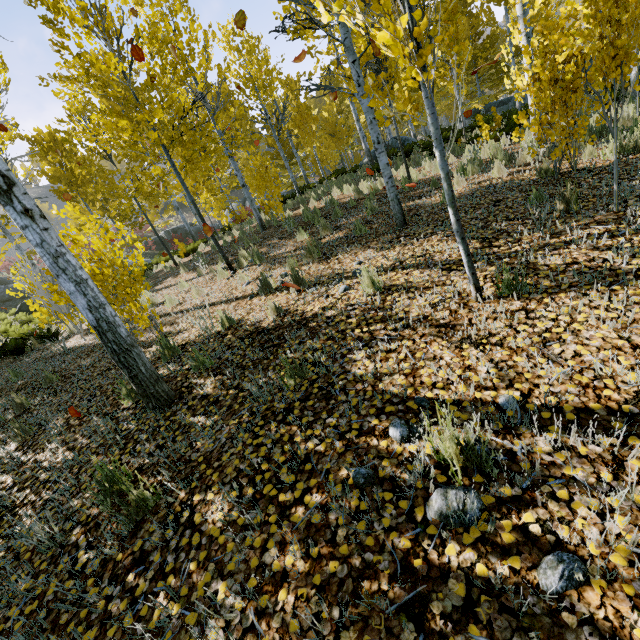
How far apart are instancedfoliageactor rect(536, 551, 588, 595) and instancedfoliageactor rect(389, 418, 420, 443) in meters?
0.9

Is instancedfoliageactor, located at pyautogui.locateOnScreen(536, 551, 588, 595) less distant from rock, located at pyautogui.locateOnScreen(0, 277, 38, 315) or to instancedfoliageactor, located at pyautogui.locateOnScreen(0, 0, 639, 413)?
instancedfoliageactor, located at pyautogui.locateOnScreen(0, 0, 639, 413)

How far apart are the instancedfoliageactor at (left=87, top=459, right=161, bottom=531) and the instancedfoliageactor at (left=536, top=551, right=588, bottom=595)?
2.3 meters

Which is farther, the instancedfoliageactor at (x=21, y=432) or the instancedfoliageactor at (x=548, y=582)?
the instancedfoliageactor at (x=21, y=432)

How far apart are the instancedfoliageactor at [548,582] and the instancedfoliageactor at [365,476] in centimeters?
87cm

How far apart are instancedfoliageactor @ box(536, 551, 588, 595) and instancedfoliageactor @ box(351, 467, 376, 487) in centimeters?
87cm

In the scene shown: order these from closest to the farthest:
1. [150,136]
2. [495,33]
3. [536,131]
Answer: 1. [536,131]
2. [150,136]
3. [495,33]

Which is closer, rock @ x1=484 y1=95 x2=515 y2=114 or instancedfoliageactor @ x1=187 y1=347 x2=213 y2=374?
instancedfoliageactor @ x1=187 y1=347 x2=213 y2=374
